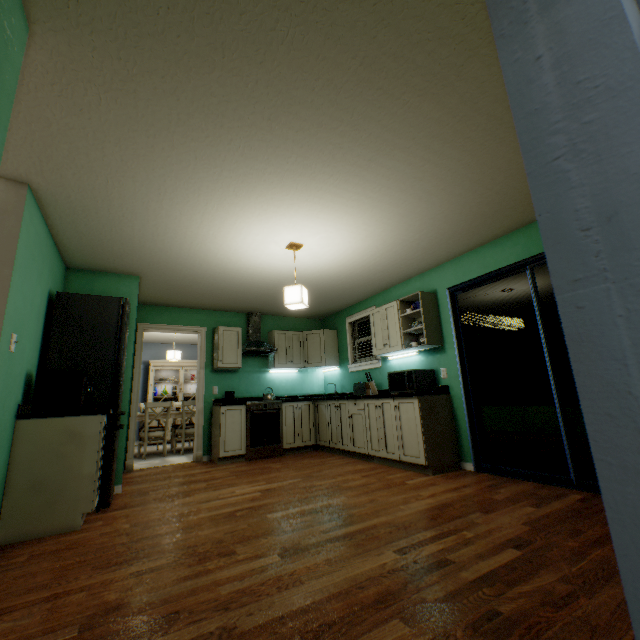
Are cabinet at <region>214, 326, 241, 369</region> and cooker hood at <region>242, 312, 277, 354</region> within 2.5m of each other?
yes

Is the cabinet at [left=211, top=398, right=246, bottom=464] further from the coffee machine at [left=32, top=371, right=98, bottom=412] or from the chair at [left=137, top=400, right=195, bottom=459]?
the coffee machine at [left=32, top=371, right=98, bottom=412]

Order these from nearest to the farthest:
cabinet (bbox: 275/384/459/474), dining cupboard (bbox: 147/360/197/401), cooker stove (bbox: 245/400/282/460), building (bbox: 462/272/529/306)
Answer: cabinet (bbox: 275/384/459/474) → building (bbox: 462/272/529/306) → cooker stove (bbox: 245/400/282/460) → dining cupboard (bbox: 147/360/197/401)

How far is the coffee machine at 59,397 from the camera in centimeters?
260cm

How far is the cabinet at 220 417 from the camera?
4.8m

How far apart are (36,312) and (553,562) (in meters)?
4.01

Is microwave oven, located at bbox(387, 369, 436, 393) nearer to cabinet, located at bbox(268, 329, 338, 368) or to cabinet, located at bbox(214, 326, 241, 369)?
cabinet, located at bbox(268, 329, 338, 368)

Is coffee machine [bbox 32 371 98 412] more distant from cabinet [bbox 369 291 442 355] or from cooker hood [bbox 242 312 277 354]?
cabinet [bbox 369 291 442 355]
